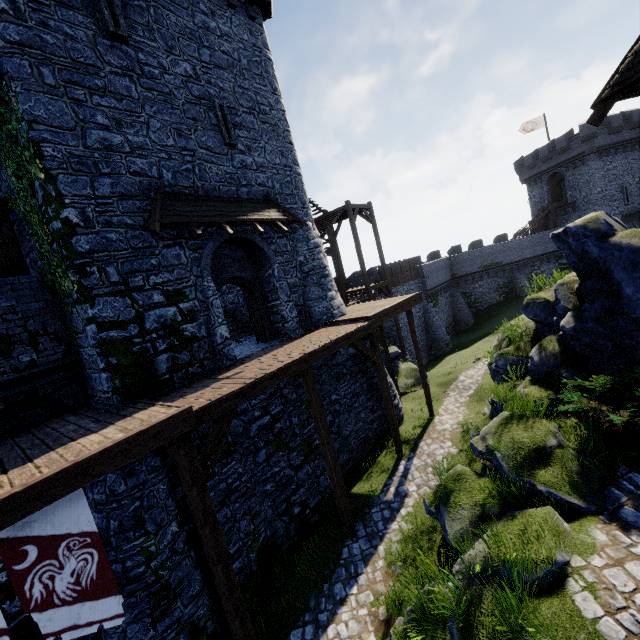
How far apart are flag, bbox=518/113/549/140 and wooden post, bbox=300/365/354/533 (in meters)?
47.89

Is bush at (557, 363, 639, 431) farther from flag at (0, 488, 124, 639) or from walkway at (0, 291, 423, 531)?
flag at (0, 488, 124, 639)

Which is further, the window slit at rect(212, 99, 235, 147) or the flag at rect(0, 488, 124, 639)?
the window slit at rect(212, 99, 235, 147)

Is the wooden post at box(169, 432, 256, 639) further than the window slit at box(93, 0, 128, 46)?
No

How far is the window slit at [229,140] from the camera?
11.42m

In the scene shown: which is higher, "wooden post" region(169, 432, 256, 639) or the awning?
the awning

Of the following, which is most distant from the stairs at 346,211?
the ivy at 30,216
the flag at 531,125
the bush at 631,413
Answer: the flag at 531,125

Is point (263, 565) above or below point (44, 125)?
below
